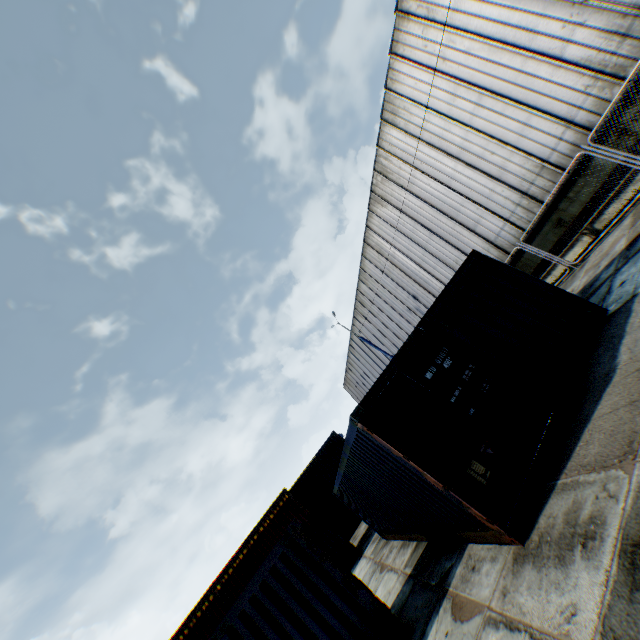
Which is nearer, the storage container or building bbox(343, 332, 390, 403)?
the storage container

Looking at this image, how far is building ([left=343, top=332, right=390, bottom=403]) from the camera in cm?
3403

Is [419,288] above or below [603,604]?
above

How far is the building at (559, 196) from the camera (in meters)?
11.38

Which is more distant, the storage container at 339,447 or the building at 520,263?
the building at 520,263

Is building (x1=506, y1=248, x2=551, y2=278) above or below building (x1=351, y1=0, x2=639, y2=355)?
below
